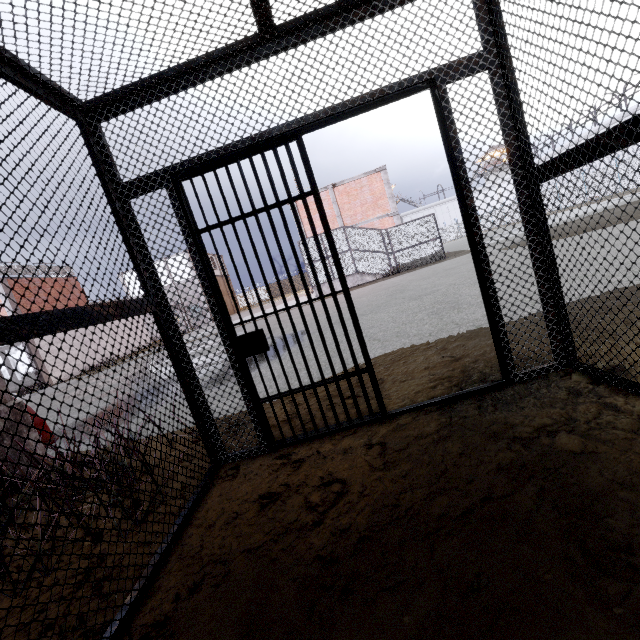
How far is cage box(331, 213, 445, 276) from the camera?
19.8m

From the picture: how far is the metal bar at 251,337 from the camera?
2.4m

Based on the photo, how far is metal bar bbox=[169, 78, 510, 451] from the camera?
2.4 meters

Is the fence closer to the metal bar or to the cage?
the cage

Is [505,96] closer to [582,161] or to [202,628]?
[582,161]

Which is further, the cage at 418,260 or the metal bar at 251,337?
the cage at 418,260
